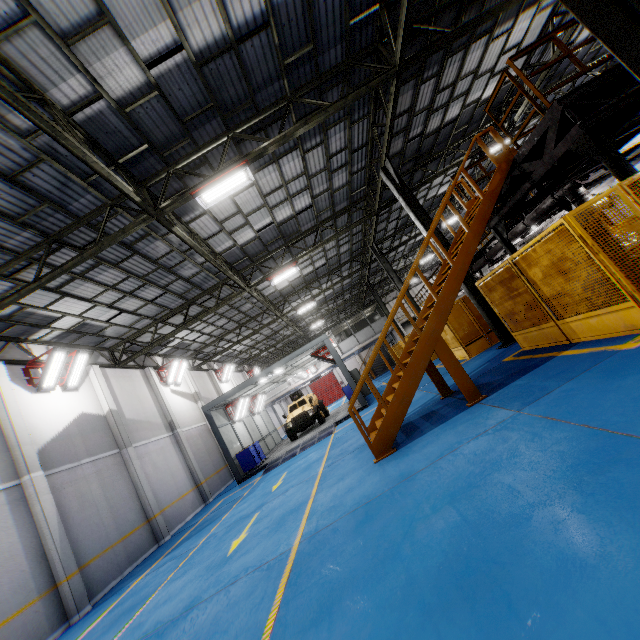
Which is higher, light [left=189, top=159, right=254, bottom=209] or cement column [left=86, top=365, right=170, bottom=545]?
light [left=189, top=159, right=254, bottom=209]

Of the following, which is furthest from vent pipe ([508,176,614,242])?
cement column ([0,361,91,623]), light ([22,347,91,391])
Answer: cement column ([0,361,91,623])

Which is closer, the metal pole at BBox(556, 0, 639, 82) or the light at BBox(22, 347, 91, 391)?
the metal pole at BBox(556, 0, 639, 82)

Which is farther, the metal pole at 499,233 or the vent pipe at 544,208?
the vent pipe at 544,208

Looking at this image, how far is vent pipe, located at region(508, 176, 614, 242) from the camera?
10.5 meters

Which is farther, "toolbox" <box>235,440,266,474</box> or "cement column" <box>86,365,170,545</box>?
"toolbox" <box>235,440,266,474</box>

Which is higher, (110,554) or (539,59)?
(539,59)

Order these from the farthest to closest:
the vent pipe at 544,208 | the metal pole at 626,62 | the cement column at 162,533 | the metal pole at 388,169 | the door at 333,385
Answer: the door at 333,385, the cement column at 162,533, the metal pole at 388,169, the vent pipe at 544,208, the metal pole at 626,62
